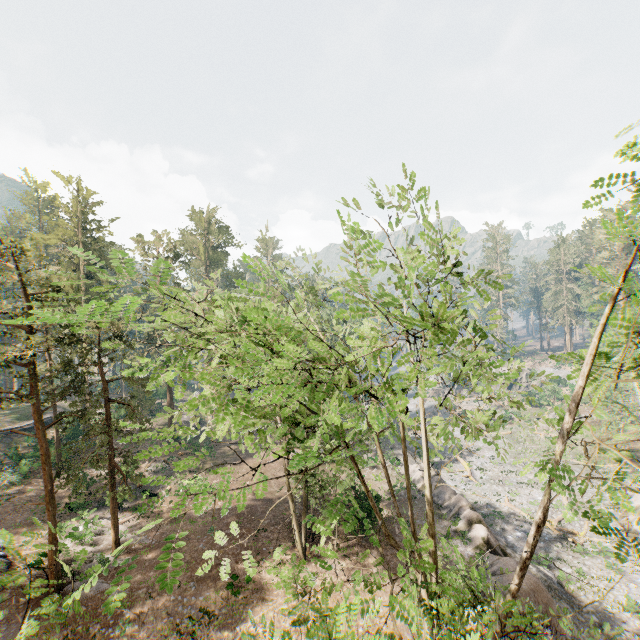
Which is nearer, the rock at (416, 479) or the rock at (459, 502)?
the rock at (459, 502)

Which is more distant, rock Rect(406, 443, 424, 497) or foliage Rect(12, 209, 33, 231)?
foliage Rect(12, 209, 33, 231)

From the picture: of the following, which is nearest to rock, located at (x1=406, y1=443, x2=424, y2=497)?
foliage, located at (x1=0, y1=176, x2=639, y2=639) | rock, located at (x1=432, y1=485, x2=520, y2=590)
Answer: rock, located at (x1=432, y1=485, x2=520, y2=590)

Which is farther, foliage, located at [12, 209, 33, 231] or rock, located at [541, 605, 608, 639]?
foliage, located at [12, 209, 33, 231]

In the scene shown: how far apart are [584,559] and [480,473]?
14.4 meters

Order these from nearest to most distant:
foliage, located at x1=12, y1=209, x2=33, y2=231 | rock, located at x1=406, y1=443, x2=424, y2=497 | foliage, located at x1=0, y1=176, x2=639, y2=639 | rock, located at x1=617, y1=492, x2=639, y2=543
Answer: foliage, located at x1=0, y1=176, x2=639, y2=639
rock, located at x1=617, y1=492, x2=639, y2=543
rock, located at x1=406, y1=443, x2=424, y2=497
foliage, located at x1=12, y1=209, x2=33, y2=231
